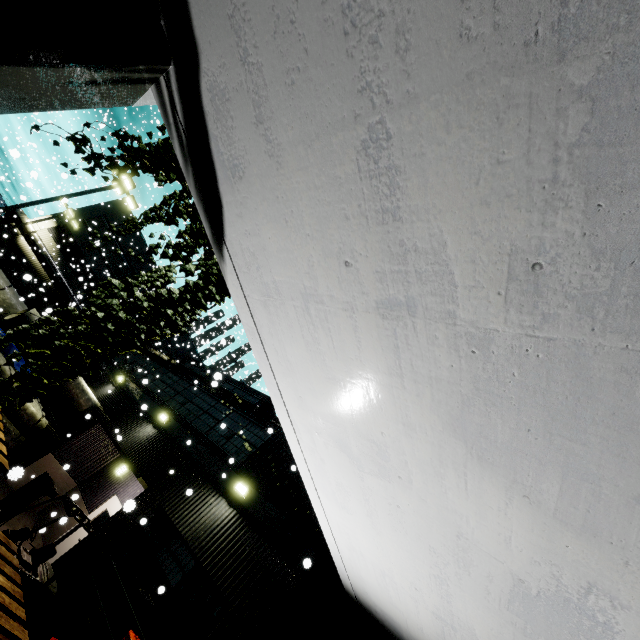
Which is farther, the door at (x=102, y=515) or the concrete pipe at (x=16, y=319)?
the concrete pipe at (x=16, y=319)

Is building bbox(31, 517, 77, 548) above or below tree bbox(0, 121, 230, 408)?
below

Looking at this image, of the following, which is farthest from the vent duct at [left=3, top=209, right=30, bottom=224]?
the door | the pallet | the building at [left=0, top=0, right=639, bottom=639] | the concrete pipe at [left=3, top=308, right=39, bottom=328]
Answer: the door

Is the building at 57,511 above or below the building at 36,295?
below

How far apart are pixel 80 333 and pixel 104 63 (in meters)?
1.95

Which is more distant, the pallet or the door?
the door

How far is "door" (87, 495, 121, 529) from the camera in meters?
12.0 m

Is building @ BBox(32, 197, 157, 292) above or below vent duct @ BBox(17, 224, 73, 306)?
above
